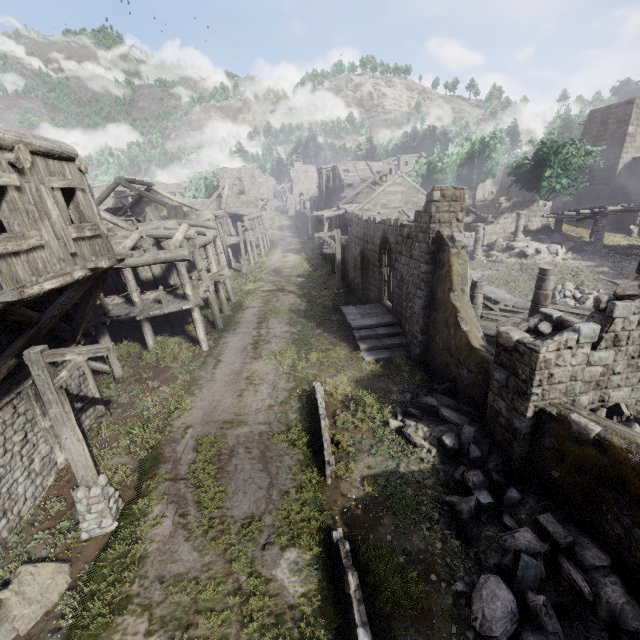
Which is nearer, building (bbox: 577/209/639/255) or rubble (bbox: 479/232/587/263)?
building (bbox: 577/209/639/255)

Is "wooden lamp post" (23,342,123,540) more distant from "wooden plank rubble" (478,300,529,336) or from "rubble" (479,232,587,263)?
"rubble" (479,232,587,263)

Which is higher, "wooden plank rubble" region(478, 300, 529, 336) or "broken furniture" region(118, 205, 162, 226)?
"broken furniture" region(118, 205, 162, 226)

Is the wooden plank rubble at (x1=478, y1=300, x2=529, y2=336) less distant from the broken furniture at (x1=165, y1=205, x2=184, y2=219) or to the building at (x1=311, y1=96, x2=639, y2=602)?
the building at (x1=311, y1=96, x2=639, y2=602)

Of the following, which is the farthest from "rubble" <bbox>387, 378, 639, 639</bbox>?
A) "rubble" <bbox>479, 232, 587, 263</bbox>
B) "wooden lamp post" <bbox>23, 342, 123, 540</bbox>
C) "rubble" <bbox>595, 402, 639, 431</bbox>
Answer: "rubble" <bbox>479, 232, 587, 263</bbox>

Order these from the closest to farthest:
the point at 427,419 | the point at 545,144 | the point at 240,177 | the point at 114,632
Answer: the point at 114,632
the point at 427,419
the point at 545,144
the point at 240,177

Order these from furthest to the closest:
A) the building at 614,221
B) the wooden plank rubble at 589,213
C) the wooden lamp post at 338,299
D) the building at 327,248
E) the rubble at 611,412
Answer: the building at 327,248
the building at 614,221
the wooden plank rubble at 589,213
the wooden lamp post at 338,299
the rubble at 611,412

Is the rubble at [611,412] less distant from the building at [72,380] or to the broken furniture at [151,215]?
the building at [72,380]
